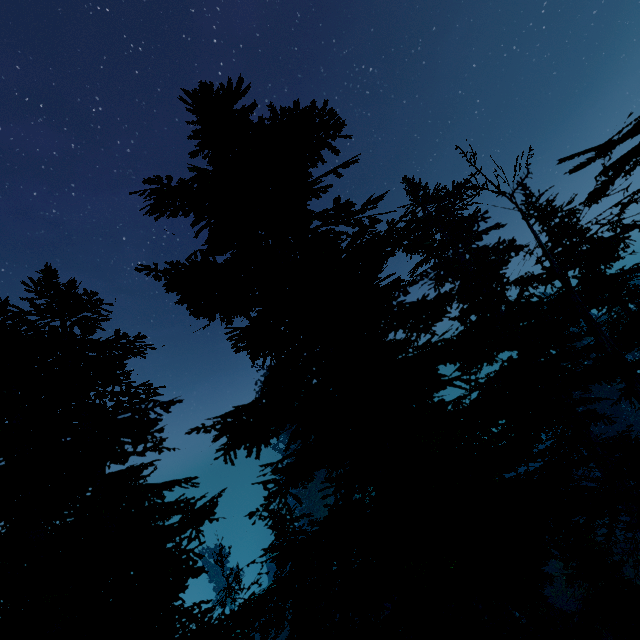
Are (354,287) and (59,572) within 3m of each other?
no
